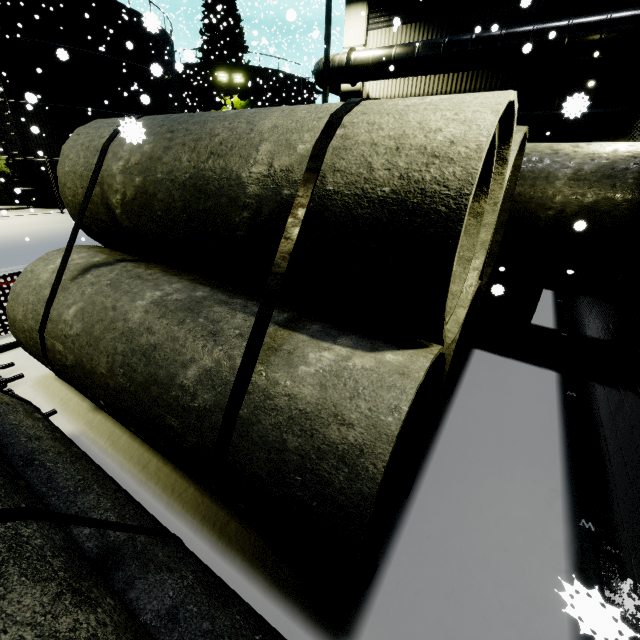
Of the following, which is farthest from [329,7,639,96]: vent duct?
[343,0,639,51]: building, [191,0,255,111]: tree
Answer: [191,0,255,111]: tree

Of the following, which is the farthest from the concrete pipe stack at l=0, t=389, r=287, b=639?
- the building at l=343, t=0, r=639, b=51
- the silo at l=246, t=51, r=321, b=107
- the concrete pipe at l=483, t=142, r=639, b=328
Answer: the silo at l=246, t=51, r=321, b=107

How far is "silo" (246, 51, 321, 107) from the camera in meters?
32.6 m

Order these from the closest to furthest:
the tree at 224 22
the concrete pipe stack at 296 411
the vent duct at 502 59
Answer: the concrete pipe stack at 296 411 → the vent duct at 502 59 → the tree at 224 22

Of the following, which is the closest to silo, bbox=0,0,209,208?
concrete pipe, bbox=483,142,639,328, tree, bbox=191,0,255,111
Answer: tree, bbox=191,0,255,111

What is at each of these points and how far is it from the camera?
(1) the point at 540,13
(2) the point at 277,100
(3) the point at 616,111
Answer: (1) building, 9.91m
(2) silo, 34.28m
(3) building, 9.66m

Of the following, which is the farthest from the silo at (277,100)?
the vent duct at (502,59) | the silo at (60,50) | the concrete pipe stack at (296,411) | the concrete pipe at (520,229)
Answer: the concrete pipe at (520,229)

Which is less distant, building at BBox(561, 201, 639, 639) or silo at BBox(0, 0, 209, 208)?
building at BBox(561, 201, 639, 639)
